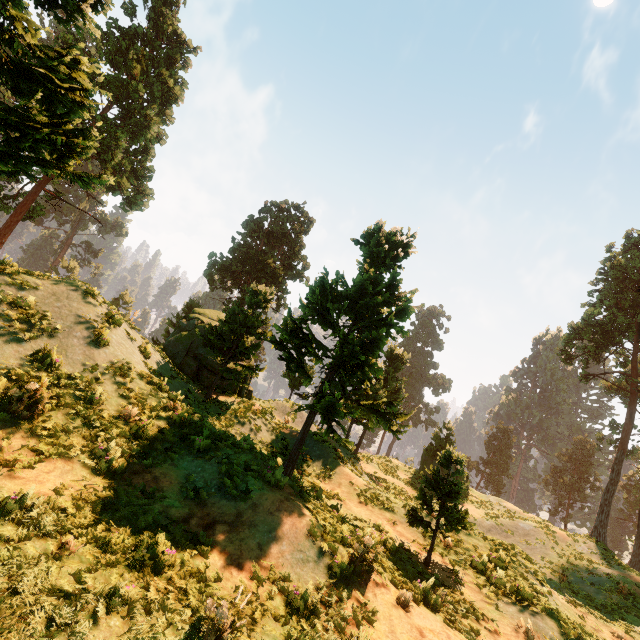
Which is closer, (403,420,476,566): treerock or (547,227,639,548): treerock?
(403,420,476,566): treerock

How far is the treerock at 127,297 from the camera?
11.8 meters

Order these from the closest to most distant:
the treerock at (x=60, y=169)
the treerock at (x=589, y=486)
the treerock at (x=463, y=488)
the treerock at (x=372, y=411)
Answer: the treerock at (x=60, y=169) < the treerock at (x=463, y=488) < the treerock at (x=372, y=411) < the treerock at (x=589, y=486)

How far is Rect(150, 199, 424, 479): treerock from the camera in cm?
1154

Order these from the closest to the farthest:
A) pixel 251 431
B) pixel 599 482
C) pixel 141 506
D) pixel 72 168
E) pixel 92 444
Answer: pixel 141 506
pixel 92 444
pixel 72 168
pixel 251 431
pixel 599 482
